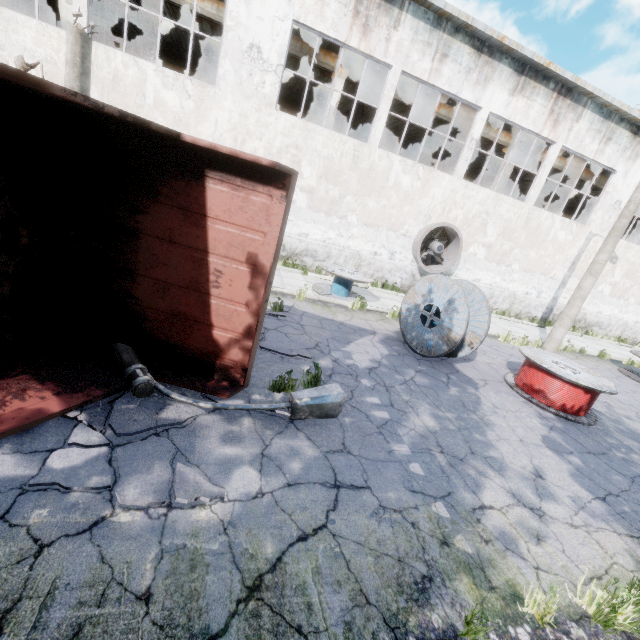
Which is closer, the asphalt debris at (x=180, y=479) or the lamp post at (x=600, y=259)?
the asphalt debris at (x=180, y=479)

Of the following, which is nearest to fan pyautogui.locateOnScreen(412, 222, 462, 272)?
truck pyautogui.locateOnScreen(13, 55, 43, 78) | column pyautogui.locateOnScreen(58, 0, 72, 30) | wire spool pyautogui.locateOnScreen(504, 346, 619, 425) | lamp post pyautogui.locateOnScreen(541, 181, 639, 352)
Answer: lamp post pyautogui.locateOnScreen(541, 181, 639, 352)

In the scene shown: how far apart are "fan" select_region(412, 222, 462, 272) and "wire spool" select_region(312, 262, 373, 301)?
3.6m

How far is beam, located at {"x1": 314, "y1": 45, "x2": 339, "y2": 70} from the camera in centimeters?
1326cm

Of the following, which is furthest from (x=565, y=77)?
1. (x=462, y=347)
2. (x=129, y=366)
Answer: (x=129, y=366)

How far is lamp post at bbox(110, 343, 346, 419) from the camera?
4.02m

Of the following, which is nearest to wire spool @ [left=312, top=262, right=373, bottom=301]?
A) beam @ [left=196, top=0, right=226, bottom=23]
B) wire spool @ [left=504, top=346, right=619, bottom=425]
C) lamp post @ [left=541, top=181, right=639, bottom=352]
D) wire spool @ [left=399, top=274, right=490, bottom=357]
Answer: wire spool @ [left=399, top=274, right=490, bottom=357]

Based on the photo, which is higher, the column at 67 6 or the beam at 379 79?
the beam at 379 79
